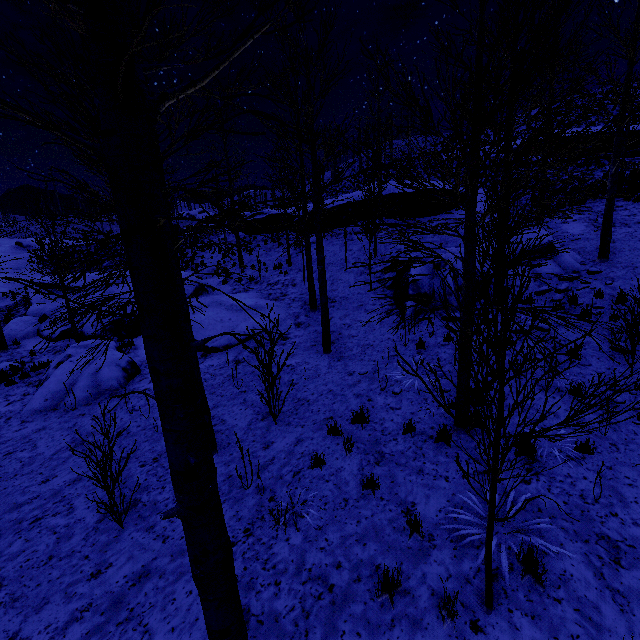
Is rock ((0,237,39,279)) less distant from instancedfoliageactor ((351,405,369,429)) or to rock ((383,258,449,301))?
rock ((383,258,449,301))

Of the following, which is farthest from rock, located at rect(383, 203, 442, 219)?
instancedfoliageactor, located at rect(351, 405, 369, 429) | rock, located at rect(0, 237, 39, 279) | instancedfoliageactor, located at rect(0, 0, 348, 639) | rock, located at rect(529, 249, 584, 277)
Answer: rock, located at rect(0, 237, 39, 279)

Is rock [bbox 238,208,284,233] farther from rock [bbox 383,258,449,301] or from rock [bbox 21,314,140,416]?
rock [bbox 21,314,140,416]

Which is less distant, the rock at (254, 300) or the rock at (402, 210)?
the rock at (254, 300)

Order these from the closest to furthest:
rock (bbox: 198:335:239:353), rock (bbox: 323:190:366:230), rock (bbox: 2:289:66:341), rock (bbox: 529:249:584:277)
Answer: rock (bbox: 529:249:584:277)
rock (bbox: 198:335:239:353)
rock (bbox: 2:289:66:341)
rock (bbox: 323:190:366:230)

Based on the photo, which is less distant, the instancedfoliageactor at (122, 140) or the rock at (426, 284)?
the instancedfoliageactor at (122, 140)

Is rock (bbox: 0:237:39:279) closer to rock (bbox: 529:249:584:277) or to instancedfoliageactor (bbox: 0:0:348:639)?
instancedfoliageactor (bbox: 0:0:348:639)

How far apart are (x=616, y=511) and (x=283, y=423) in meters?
5.5
